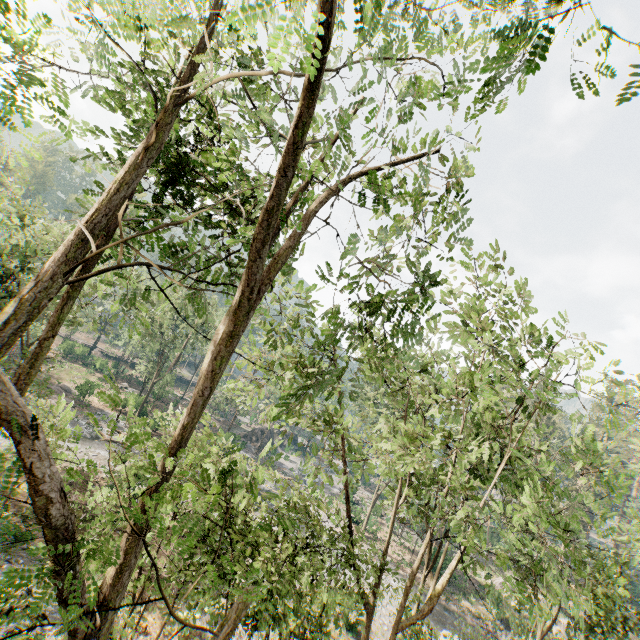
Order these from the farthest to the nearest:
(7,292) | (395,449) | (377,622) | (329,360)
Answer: (377,622), (7,292), (329,360), (395,449)

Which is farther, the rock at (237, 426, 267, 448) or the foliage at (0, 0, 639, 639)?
the rock at (237, 426, 267, 448)

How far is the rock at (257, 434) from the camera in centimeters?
5359cm

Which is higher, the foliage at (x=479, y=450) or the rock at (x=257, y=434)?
the foliage at (x=479, y=450)

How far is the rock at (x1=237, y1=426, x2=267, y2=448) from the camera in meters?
53.6

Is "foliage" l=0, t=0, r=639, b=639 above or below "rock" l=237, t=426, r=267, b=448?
above
